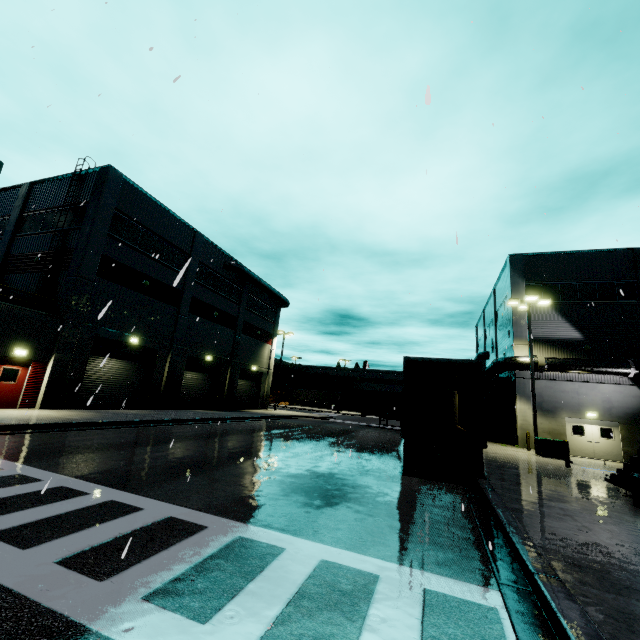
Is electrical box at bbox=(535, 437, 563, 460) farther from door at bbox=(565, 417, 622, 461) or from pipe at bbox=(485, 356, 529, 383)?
pipe at bbox=(485, 356, 529, 383)

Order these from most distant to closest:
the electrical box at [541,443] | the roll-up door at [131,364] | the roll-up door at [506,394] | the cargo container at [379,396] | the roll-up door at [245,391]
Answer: the roll-up door at [245,391] < the cargo container at [379,396] < the roll-up door at [506,394] < the roll-up door at [131,364] < the electrical box at [541,443]

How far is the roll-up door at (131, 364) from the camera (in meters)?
19.58

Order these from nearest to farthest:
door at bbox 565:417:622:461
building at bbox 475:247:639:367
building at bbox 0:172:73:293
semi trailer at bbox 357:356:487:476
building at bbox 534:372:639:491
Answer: semi trailer at bbox 357:356:487:476 < building at bbox 534:372:639:491 < building at bbox 0:172:73:293 < door at bbox 565:417:622:461 < building at bbox 475:247:639:367

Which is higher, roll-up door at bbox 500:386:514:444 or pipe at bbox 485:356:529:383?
pipe at bbox 485:356:529:383

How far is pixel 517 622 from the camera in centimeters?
350cm

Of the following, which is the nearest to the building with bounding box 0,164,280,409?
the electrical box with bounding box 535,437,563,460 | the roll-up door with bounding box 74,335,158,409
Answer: the roll-up door with bounding box 74,335,158,409

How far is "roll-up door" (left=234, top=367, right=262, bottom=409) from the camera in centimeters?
3447cm
